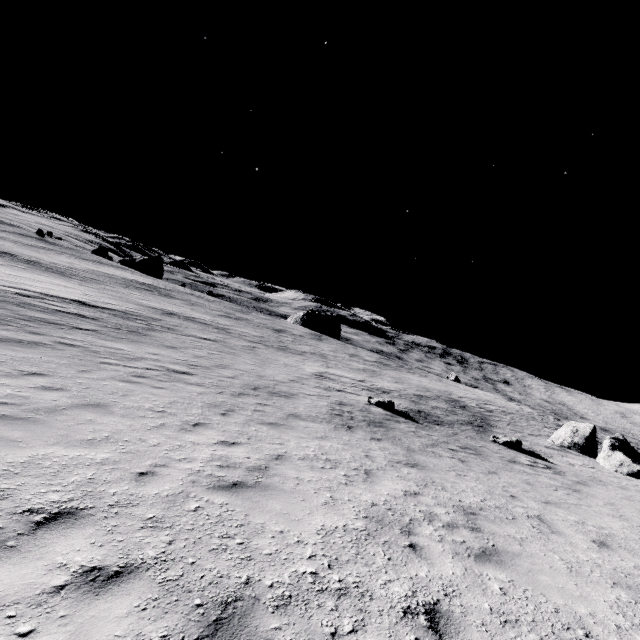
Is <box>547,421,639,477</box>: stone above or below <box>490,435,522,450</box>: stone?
above

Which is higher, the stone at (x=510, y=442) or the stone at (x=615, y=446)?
the stone at (x=615, y=446)

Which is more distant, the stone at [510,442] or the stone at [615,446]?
the stone at [615,446]

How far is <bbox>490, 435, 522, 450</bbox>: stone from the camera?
16.8 meters

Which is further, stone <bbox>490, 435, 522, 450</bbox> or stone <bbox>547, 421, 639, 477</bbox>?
stone <bbox>547, 421, 639, 477</bbox>

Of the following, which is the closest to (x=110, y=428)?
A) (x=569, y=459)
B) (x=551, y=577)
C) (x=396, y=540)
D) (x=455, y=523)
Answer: (x=396, y=540)
